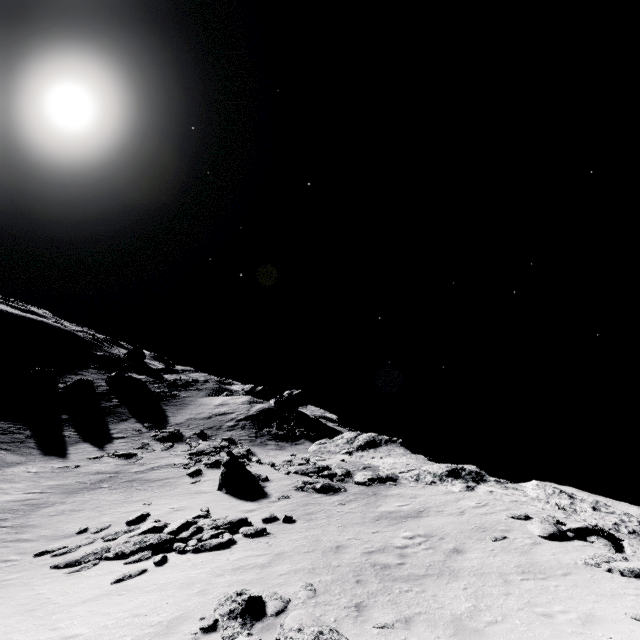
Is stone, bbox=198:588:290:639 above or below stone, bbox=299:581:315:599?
below

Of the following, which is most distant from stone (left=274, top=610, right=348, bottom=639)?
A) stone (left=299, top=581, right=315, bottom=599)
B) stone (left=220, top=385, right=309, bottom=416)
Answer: stone (left=220, top=385, right=309, bottom=416)

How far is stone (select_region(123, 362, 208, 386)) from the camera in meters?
50.2

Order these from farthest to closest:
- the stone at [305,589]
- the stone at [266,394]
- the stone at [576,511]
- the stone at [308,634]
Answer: the stone at [266,394], the stone at [576,511], the stone at [305,589], the stone at [308,634]

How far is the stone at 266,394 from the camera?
42.8m

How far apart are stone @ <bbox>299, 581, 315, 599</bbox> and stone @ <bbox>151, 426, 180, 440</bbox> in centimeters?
2736cm

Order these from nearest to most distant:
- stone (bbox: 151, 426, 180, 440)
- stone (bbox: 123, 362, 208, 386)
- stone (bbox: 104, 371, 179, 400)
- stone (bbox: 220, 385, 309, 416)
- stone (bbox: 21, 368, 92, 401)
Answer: stone (bbox: 151, 426, 180, 440) → stone (bbox: 21, 368, 92, 401) → stone (bbox: 220, 385, 309, 416) → stone (bbox: 104, 371, 179, 400) → stone (bbox: 123, 362, 208, 386)

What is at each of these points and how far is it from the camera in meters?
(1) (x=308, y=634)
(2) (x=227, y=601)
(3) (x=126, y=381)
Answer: (1) stone, 6.4
(2) stone, 7.8
(3) stone, 44.5
